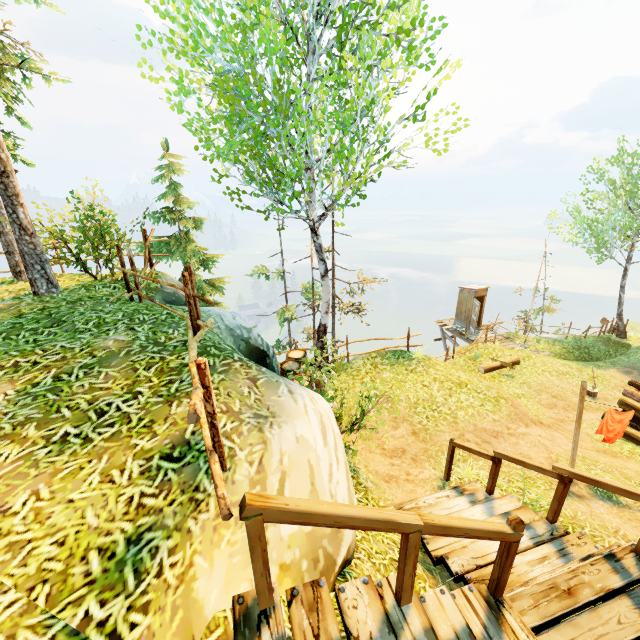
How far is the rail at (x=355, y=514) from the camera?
1.7m

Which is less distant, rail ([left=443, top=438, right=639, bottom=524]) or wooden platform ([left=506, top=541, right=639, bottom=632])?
wooden platform ([left=506, top=541, right=639, bottom=632])

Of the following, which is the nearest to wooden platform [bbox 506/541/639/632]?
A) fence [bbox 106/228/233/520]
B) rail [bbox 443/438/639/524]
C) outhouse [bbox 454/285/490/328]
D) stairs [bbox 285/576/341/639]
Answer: rail [bbox 443/438/639/524]

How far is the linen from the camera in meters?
6.8 m

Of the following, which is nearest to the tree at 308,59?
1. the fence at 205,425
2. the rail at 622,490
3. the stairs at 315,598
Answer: the fence at 205,425

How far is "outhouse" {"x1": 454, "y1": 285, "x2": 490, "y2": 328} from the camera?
20.0m

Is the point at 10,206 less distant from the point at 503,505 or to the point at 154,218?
the point at 154,218

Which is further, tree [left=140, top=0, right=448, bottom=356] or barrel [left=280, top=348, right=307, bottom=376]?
barrel [left=280, top=348, right=307, bottom=376]
